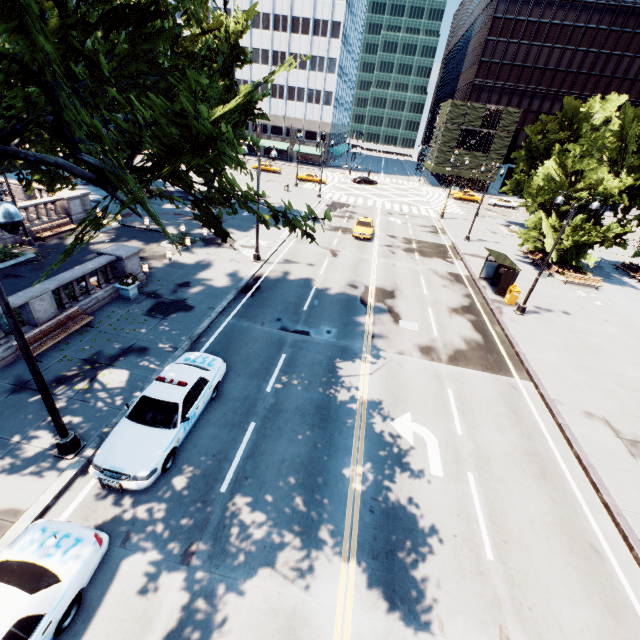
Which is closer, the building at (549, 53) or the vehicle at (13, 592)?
the vehicle at (13, 592)

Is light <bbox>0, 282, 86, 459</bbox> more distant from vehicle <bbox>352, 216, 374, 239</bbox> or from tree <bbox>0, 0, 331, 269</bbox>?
vehicle <bbox>352, 216, 374, 239</bbox>

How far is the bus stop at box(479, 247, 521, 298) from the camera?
22.0 meters

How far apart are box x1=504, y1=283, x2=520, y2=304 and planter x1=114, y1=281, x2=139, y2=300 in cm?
2304

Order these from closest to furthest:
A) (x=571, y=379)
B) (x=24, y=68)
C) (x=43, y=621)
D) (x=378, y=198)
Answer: (x=24, y=68)
(x=43, y=621)
(x=571, y=379)
(x=378, y=198)

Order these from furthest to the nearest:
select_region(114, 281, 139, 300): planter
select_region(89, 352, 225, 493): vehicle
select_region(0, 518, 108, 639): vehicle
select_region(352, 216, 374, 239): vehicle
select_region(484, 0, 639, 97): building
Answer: select_region(484, 0, 639, 97): building, select_region(352, 216, 374, 239): vehicle, select_region(114, 281, 139, 300): planter, select_region(89, 352, 225, 493): vehicle, select_region(0, 518, 108, 639): vehicle

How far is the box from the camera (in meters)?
21.69

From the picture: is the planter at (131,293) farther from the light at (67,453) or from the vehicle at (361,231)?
the vehicle at (361,231)
